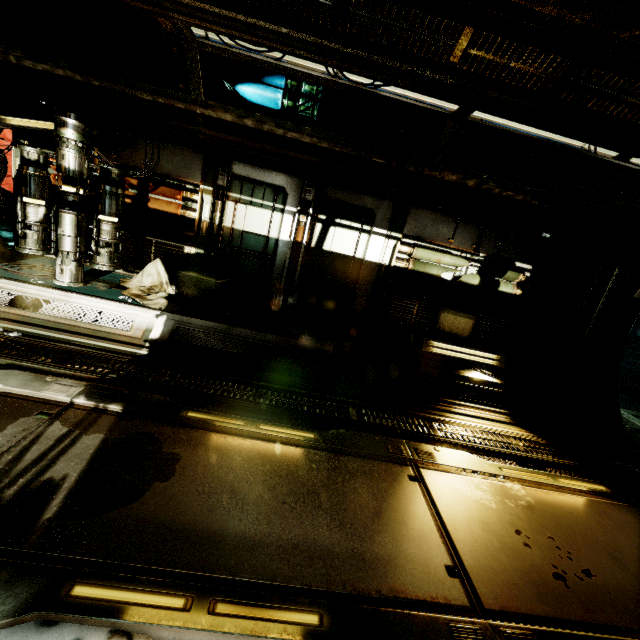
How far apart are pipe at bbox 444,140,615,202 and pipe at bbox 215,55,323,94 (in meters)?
0.06

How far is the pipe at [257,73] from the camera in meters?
4.8

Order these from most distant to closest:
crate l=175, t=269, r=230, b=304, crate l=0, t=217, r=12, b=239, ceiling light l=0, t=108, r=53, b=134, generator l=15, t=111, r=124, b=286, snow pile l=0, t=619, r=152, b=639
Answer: crate l=0, t=217, r=12, b=239
crate l=175, t=269, r=230, b=304
ceiling light l=0, t=108, r=53, b=134
generator l=15, t=111, r=124, b=286
snow pile l=0, t=619, r=152, b=639

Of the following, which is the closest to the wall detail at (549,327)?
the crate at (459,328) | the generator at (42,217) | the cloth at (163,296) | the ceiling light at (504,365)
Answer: the ceiling light at (504,365)

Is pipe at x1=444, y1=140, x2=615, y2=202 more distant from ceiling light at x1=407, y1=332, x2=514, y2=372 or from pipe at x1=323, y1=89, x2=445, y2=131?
ceiling light at x1=407, y1=332, x2=514, y2=372

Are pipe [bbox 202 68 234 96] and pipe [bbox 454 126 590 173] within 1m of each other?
yes

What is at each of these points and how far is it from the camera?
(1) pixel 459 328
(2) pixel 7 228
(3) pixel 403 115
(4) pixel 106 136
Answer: (1) crate, 6.1m
(2) crate, 6.9m
(3) pipe, 5.1m
(4) ceiling light, 5.5m

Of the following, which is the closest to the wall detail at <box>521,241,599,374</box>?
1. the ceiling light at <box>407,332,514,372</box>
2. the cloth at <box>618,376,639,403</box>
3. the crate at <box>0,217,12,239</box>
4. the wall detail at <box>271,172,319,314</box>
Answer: the ceiling light at <box>407,332,514,372</box>
